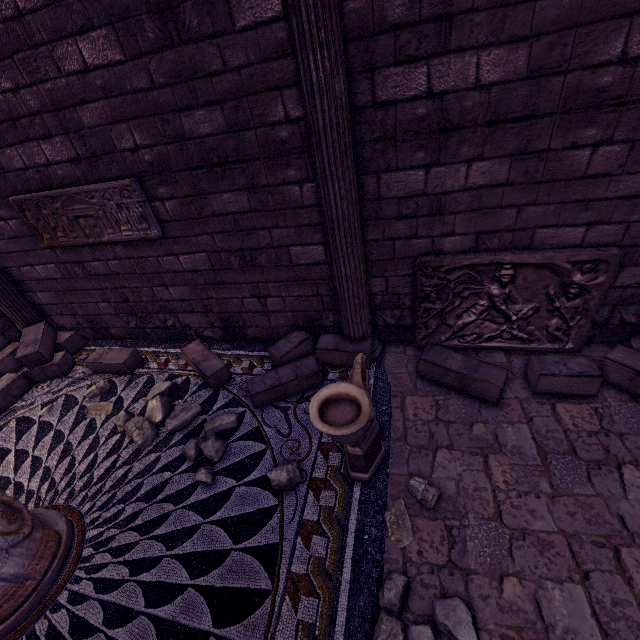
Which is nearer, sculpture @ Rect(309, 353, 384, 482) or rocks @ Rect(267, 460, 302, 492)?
sculpture @ Rect(309, 353, 384, 482)

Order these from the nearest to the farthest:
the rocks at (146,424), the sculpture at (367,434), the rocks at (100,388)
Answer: the sculpture at (367,434), the rocks at (146,424), the rocks at (100,388)

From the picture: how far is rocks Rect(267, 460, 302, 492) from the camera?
2.8 meters

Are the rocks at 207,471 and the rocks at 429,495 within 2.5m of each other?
yes

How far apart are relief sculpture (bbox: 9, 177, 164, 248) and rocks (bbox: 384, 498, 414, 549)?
3.8m

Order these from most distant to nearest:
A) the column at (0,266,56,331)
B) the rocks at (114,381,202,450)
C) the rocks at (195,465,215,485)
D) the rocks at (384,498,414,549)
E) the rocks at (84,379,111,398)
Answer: the column at (0,266,56,331), the rocks at (84,379,111,398), the rocks at (114,381,202,450), the rocks at (195,465,215,485), the rocks at (384,498,414,549)

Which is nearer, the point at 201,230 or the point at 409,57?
the point at 409,57

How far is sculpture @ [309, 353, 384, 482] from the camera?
2.0m
